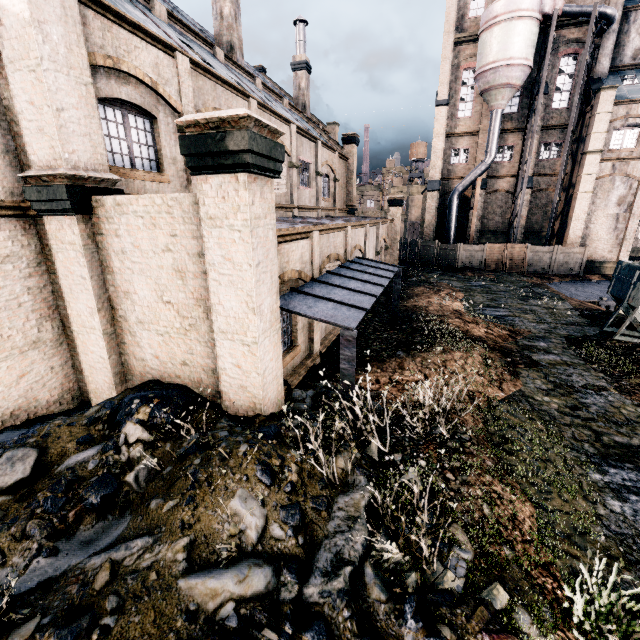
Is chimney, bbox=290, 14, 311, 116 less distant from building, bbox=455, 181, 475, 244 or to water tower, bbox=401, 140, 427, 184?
building, bbox=455, 181, 475, 244

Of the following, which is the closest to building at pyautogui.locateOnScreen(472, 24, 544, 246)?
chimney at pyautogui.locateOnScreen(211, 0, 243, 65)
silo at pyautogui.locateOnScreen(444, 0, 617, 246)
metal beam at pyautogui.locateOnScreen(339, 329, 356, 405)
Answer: silo at pyautogui.locateOnScreen(444, 0, 617, 246)

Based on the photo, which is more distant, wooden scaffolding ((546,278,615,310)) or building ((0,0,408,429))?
wooden scaffolding ((546,278,615,310))

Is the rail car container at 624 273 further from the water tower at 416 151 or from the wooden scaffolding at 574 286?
the water tower at 416 151

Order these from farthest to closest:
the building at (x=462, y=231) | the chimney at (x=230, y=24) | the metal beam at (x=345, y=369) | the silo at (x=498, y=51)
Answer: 1. the building at (x=462, y=231)
2. the silo at (x=498, y=51)
3. the chimney at (x=230, y=24)
4. the metal beam at (x=345, y=369)

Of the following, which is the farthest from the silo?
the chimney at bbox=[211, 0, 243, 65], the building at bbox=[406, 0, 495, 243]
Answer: the chimney at bbox=[211, 0, 243, 65]

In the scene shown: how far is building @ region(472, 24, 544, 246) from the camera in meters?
33.4

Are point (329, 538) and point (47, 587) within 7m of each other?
yes
